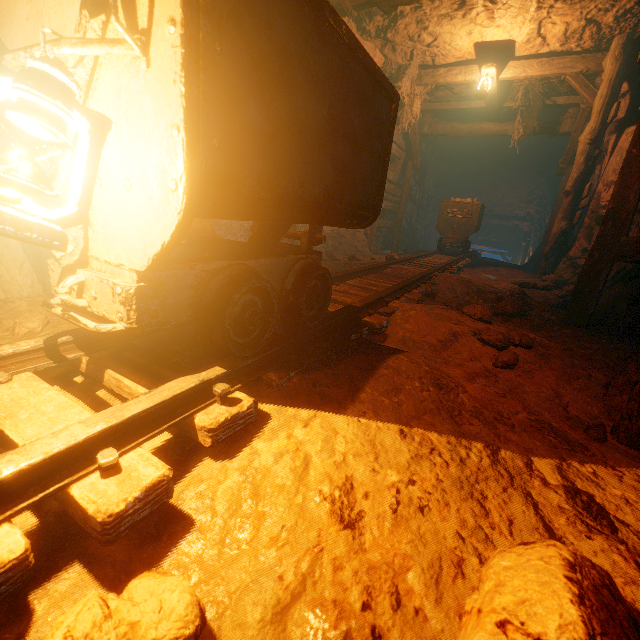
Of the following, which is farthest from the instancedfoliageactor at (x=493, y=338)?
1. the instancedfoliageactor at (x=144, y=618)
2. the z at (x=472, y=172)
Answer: the z at (x=472, y=172)

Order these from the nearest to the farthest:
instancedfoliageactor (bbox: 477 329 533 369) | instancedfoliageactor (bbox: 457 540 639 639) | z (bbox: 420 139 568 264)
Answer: instancedfoliageactor (bbox: 457 540 639 639), instancedfoliageactor (bbox: 477 329 533 369), z (bbox: 420 139 568 264)

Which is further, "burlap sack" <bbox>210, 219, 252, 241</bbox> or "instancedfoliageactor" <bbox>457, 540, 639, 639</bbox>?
"burlap sack" <bbox>210, 219, 252, 241</bbox>

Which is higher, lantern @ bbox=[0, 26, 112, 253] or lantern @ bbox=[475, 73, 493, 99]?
lantern @ bbox=[475, 73, 493, 99]

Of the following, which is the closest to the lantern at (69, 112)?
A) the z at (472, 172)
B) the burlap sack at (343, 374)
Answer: the burlap sack at (343, 374)

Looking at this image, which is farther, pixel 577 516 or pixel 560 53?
pixel 560 53

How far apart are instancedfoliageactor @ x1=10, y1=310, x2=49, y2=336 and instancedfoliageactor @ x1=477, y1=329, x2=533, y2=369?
3.1 meters

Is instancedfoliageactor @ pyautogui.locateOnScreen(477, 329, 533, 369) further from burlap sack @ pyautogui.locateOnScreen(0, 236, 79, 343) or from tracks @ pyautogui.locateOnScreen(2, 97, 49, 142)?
tracks @ pyautogui.locateOnScreen(2, 97, 49, 142)
